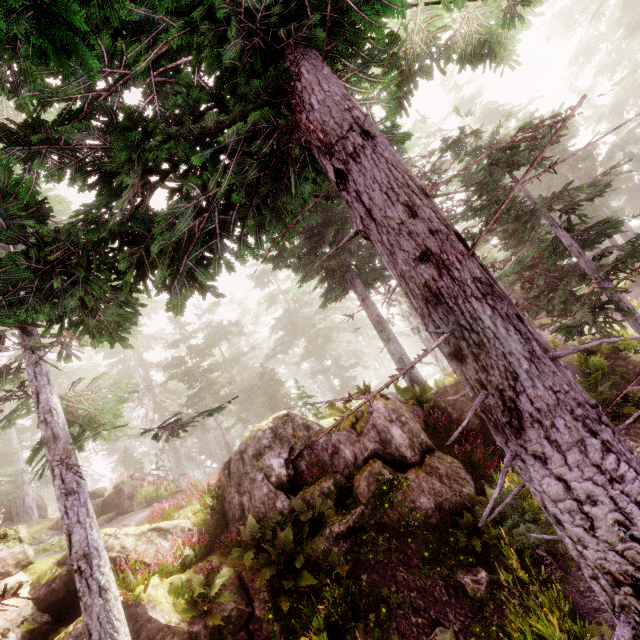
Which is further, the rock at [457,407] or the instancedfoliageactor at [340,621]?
A: the rock at [457,407]

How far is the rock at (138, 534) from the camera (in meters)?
8.80

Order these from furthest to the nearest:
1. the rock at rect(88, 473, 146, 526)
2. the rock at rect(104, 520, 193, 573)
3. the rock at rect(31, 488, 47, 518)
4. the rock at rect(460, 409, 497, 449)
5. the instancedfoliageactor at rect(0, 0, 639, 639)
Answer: the rock at rect(31, 488, 47, 518) < the rock at rect(88, 473, 146, 526) < the rock at rect(460, 409, 497, 449) < the rock at rect(104, 520, 193, 573) < the instancedfoliageactor at rect(0, 0, 639, 639)

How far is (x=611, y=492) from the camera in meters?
2.3 m

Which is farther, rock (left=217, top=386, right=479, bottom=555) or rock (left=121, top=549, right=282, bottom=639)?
rock (left=217, top=386, right=479, bottom=555)

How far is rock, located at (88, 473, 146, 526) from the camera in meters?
14.0 m
